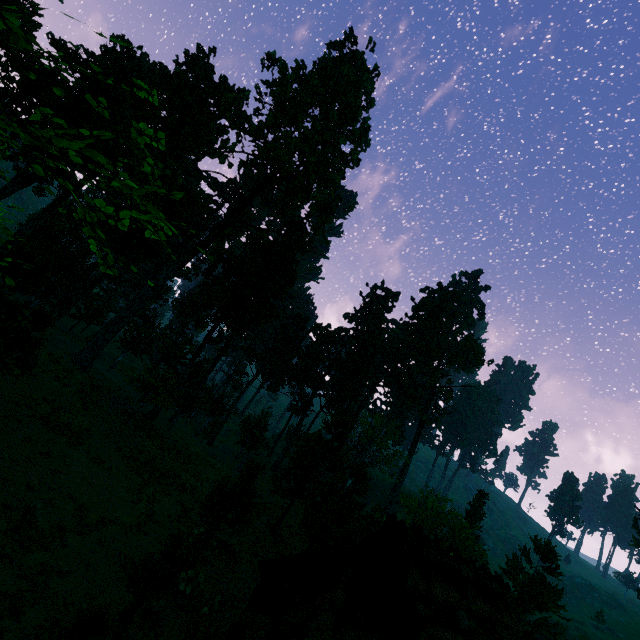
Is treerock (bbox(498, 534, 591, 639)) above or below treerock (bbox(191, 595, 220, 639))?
above

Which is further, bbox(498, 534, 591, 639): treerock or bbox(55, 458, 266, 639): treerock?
bbox(498, 534, 591, 639): treerock

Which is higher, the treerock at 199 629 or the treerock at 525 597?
the treerock at 525 597

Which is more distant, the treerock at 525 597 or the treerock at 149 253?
the treerock at 525 597

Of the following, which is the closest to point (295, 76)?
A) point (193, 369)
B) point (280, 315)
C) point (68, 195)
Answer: point (68, 195)

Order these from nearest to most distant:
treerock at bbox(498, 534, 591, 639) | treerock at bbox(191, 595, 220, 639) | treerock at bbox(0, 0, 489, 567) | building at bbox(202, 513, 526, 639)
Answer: building at bbox(202, 513, 526, 639)
treerock at bbox(191, 595, 220, 639)
treerock at bbox(0, 0, 489, 567)
treerock at bbox(498, 534, 591, 639)
